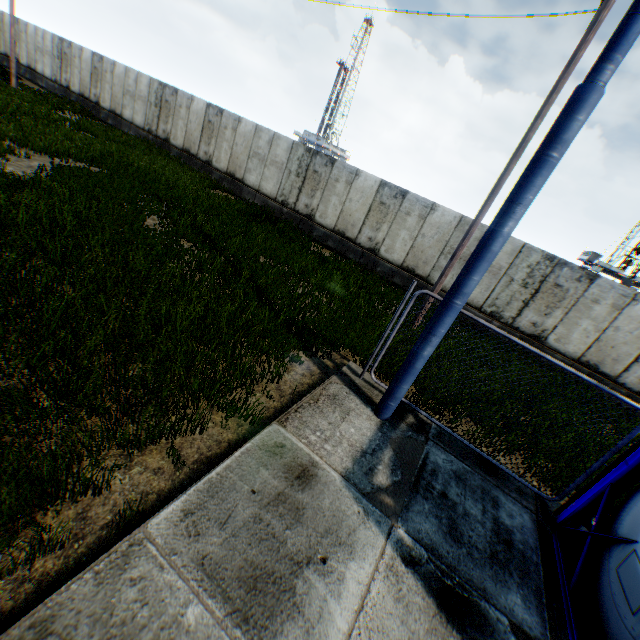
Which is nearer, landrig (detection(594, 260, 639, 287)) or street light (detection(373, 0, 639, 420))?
street light (detection(373, 0, 639, 420))

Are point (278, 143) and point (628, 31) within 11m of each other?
no

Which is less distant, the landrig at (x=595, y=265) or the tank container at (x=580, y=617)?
the tank container at (x=580, y=617)

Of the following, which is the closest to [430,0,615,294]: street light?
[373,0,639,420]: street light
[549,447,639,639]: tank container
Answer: [373,0,639,420]: street light

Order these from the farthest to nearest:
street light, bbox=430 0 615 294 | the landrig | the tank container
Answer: the landrig, street light, bbox=430 0 615 294, the tank container

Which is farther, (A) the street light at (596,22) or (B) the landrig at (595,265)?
(B) the landrig at (595,265)

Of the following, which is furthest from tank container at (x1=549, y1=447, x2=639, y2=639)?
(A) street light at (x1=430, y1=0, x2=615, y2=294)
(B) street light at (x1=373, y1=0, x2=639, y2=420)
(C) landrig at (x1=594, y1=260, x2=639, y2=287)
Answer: (C) landrig at (x1=594, y1=260, x2=639, y2=287)
